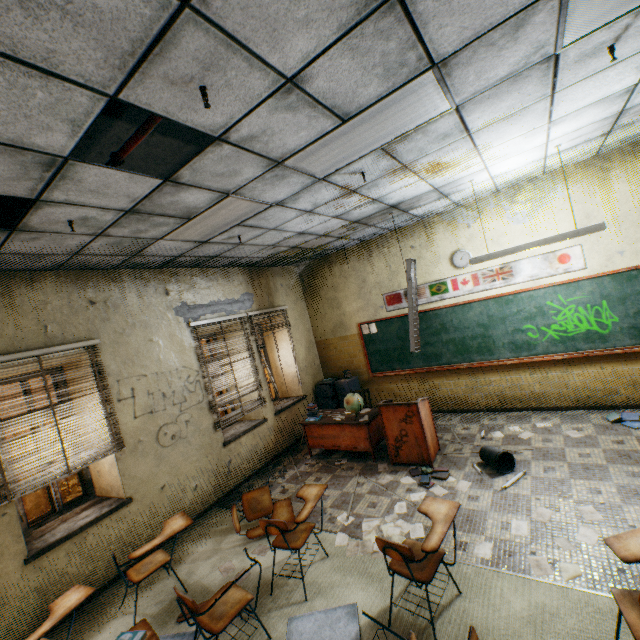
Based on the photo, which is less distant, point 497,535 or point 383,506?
point 497,535

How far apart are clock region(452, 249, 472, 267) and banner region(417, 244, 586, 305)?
0.1m

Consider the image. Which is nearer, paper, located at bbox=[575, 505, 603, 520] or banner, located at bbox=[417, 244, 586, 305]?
paper, located at bbox=[575, 505, 603, 520]

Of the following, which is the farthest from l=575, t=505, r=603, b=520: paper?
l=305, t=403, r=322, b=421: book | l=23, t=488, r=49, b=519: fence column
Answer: l=23, t=488, r=49, b=519: fence column

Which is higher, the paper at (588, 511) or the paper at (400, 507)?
the paper at (400, 507)

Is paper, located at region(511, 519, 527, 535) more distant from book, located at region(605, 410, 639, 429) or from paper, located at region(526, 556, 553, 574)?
book, located at region(605, 410, 639, 429)

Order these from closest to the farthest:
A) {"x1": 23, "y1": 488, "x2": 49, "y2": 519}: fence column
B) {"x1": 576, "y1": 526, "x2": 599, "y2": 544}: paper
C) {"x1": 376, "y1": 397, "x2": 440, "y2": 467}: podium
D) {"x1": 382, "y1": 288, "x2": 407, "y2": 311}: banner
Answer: {"x1": 576, "y1": 526, "x2": 599, "y2": 544}: paper
{"x1": 376, "y1": 397, "x2": 440, "y2": 467}: podium
{"x1": 382, "y1": 288, "x2": 407, "y2": 311}: banner
{"x1": 23, "y1": 488, "x2": 49, "y2": 519}: fence column

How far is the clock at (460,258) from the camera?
6.00m
